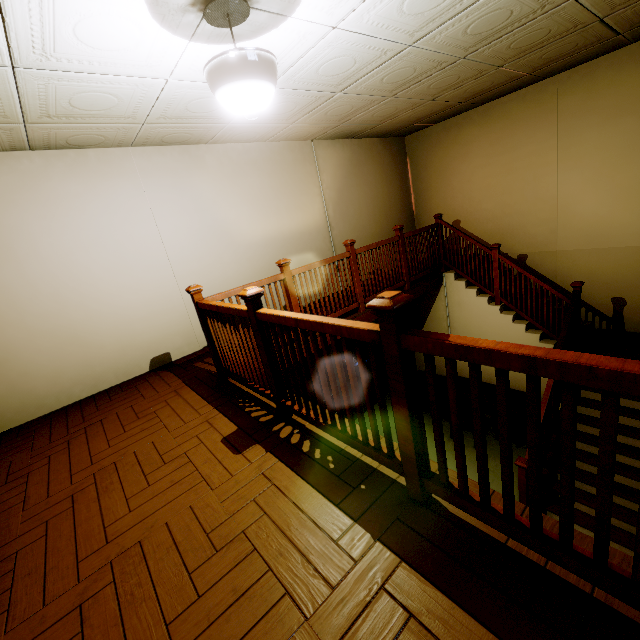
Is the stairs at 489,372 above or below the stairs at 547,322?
below

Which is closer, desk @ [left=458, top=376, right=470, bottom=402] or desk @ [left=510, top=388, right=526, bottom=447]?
desk @ [left=510, top=388, right=526, bottom=447]

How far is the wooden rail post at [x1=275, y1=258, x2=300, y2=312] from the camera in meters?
3.9

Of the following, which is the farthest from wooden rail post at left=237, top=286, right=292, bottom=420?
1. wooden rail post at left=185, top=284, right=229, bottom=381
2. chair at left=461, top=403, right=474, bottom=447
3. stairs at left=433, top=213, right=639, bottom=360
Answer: chair at left=461, top=403, right=474, bottom=447

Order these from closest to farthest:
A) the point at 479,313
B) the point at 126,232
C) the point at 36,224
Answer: the point at 36,224 → the point at 126,232 → the point at 479,313

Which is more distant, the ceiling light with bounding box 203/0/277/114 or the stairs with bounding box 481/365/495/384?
the stairs with bounding box 481/365/495/384

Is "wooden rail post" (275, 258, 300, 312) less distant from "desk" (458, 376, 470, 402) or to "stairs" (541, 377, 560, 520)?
"stairs" (541, 377, 560, 520)

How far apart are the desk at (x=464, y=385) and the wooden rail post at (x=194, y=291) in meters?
4.5 m
